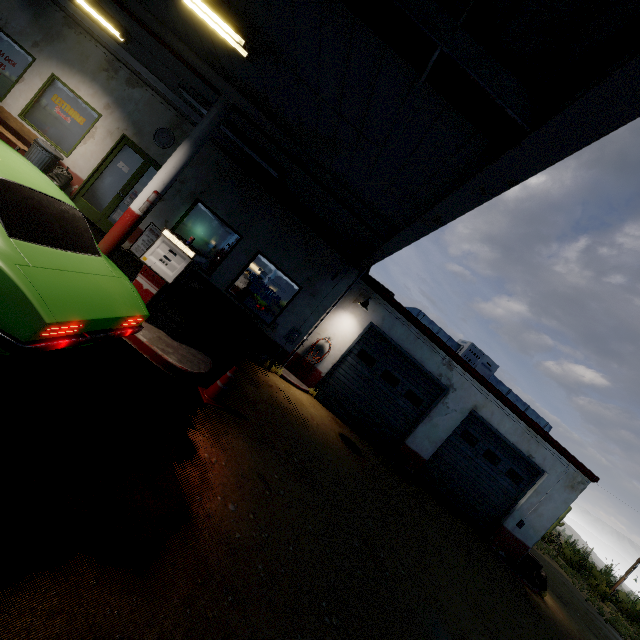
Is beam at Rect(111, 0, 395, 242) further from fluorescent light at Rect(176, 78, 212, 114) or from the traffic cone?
the traffic cone

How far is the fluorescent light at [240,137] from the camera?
7.3 meters

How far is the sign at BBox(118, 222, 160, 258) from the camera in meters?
9.0

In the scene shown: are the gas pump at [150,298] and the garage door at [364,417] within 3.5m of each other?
no

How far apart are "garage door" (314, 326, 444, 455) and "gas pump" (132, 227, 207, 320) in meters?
6.1 m

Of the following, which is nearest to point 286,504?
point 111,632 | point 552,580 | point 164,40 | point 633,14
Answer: point 111,632

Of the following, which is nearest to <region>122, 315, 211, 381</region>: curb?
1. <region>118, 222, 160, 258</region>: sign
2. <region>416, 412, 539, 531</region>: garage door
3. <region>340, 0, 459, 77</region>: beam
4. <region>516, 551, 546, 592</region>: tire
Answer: <region>118, 222, 160, 258</region>: sign

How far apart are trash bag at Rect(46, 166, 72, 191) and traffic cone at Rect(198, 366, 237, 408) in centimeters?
771cm
